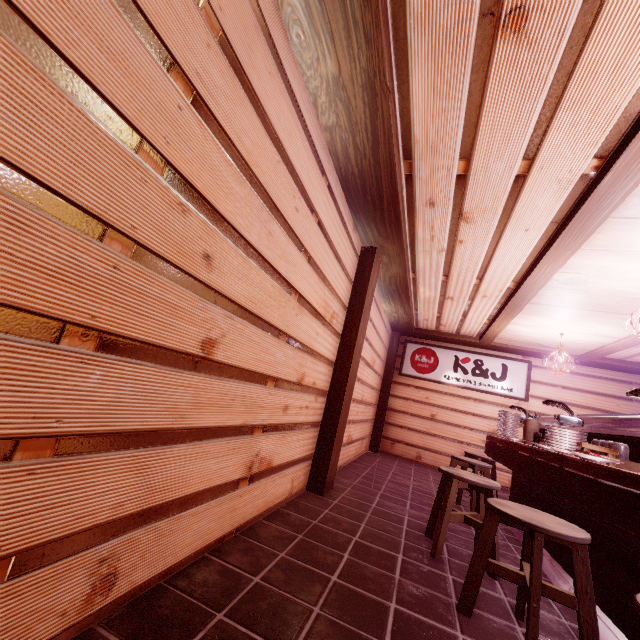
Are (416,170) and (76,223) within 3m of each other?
no

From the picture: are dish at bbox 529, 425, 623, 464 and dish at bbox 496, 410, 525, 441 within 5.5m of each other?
yes

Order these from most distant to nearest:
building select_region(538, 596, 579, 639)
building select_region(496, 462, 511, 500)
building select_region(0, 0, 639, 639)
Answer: building select_region(496, 462, 511, 500) → building select_region(538, 596, 579, 639) → building select_region(0, 0, 639, 639)

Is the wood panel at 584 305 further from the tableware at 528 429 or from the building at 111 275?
the tableware at 528 429

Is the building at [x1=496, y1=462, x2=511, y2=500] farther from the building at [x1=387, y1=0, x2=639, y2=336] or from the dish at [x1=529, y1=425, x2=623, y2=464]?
the dish at [x1=529, y1=425, x2=623, y2=464]

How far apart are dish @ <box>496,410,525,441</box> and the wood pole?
4.0 meters

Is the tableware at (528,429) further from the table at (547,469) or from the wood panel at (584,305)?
the wood panel at (584,305)

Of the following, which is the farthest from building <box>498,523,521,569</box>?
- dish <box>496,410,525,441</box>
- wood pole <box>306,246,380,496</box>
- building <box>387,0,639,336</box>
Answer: dish <box>496,410,525,441</box>
